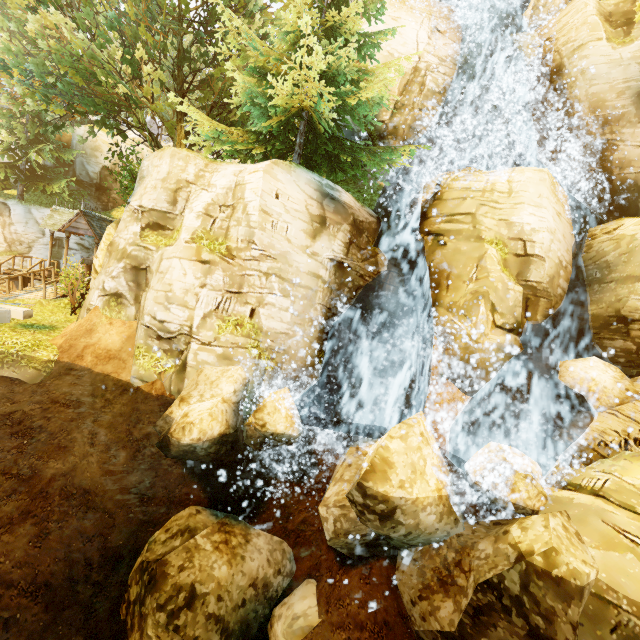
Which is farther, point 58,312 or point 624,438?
point 58,312

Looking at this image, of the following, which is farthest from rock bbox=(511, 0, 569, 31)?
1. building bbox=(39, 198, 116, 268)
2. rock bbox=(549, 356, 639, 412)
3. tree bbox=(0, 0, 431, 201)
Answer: building bbox=(39, 198, 116, 268)

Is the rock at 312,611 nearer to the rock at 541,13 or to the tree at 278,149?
the tree at 278,149

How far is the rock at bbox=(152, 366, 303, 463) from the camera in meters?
7.3 m

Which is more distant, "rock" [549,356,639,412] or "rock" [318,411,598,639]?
"rock" [549,356,639,412]

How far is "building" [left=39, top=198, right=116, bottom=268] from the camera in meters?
18.8 m

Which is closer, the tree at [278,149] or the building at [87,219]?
the tree at [278,149]

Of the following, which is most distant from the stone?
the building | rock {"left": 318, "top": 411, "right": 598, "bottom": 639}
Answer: rock {"left": 318, "top": 411, "right": 598, "bottom": 639}
